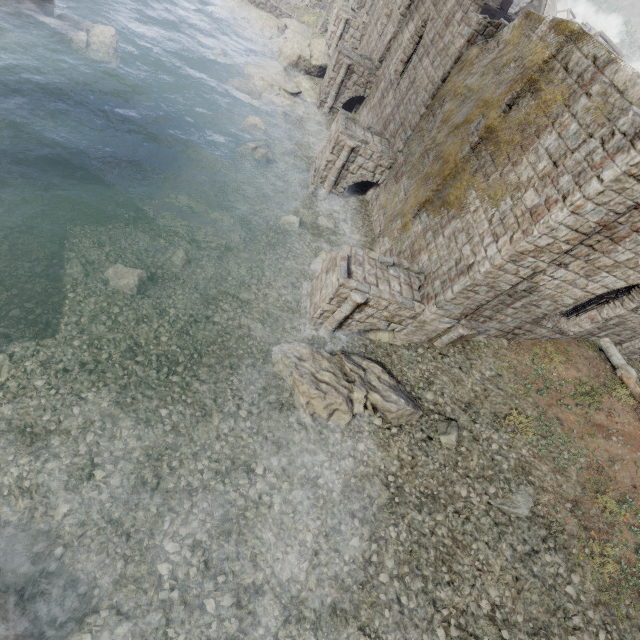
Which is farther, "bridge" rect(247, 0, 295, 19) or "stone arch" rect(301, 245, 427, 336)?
"bridge" rect(247, 0, 295, 19)

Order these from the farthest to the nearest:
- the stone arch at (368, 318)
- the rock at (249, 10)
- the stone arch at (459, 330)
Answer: the rock at (249, 10), the stone arch at (459, 330), the stone arch at (368, 318)

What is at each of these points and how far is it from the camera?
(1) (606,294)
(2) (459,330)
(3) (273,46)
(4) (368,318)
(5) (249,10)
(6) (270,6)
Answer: (1) building, 15.1 meters
(2) stone arch, 11.9 meters
(3) rubble, 27.2 meters
(4) stone arch, 11.7 meters
(5) rock, 29.1 meters
(6) bridge, 30.0 meters

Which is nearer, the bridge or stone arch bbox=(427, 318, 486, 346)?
stone arch bbox=(427, 318, 486, 346)

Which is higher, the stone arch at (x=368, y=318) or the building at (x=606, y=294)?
the building at (x=606, y=294)

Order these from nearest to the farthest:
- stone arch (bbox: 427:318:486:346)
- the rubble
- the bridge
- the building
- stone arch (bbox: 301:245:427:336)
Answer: the building
stone arch (bbox: 301:245:427:336)
stone arch (bbox: 427:318:486:346)
the rubble
the bridge

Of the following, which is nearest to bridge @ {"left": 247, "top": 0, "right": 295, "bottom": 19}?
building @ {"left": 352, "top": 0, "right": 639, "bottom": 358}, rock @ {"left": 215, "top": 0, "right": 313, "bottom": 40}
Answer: rock @ {"left": 215, "top": 0, "right": 313, "bottom": 40}

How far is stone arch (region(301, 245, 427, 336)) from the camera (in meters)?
10.53
